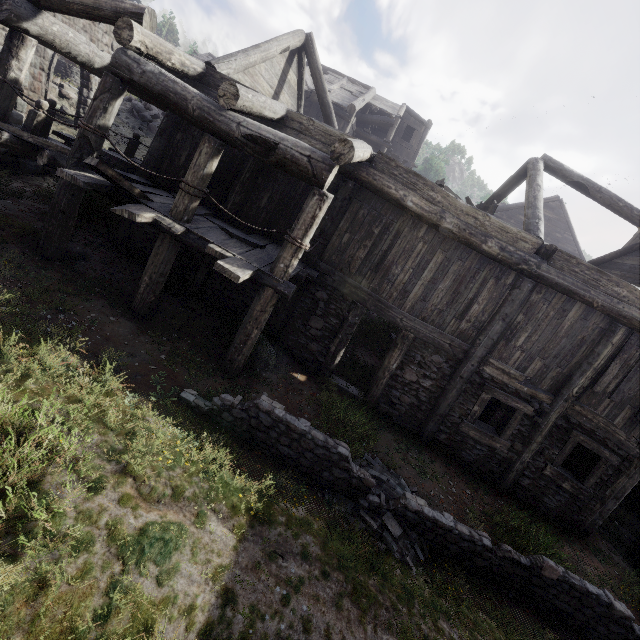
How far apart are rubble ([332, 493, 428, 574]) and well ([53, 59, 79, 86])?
25.5m

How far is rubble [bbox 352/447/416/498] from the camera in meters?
5.9

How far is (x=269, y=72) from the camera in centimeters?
1063cm

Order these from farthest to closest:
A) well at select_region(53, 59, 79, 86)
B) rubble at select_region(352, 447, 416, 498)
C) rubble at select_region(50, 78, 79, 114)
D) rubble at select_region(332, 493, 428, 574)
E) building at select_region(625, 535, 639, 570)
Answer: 1. well at select_region(53, 59, 79, 86)
2. rubble at select_region(50, 78, 79, 114)
3. building at select_region(625, 535, 639, 570)
4. rubble at select_region(352, 447, 416, 498)
5. rubble at select_region(332, 493, 428, 574)

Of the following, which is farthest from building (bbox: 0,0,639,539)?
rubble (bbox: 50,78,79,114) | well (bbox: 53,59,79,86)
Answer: well (bbox: 53,59,79,86)

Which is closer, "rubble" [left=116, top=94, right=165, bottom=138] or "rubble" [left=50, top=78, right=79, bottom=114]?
"rubble" [left=50, top=78, right=79, bottom=114]

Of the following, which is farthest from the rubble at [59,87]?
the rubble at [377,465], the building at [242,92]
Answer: the rubble at [377,465]

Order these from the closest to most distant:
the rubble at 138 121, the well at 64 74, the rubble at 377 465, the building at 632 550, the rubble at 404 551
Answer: the rubble at 404 551, the rubble at 377 465, the building at 632 550, the well at 64 74, the rubble at 138 121
